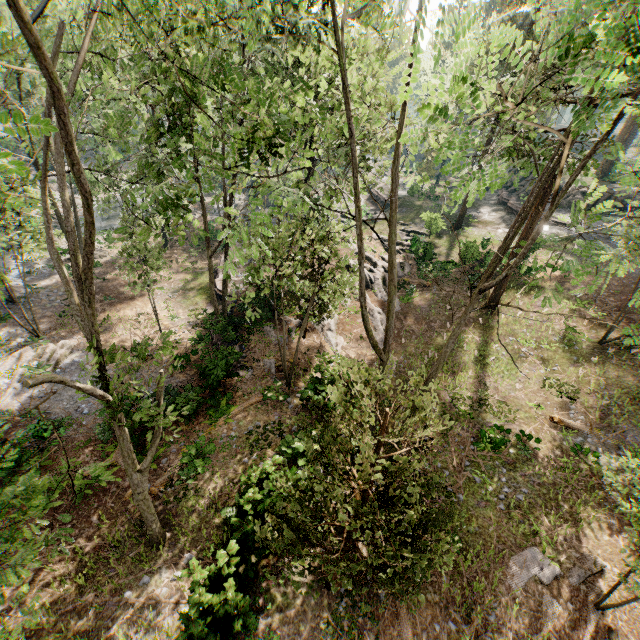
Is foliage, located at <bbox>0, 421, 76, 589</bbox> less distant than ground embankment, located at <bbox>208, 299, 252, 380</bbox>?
Yes

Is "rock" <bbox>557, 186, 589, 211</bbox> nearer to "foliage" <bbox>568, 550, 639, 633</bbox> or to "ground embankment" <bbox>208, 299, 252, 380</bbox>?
"foliage" <bbox>568, 550, 639, 633</bbox>

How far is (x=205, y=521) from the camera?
12.1m

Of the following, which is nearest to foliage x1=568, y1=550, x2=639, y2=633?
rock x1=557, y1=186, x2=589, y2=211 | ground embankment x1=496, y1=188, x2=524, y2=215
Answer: rock x1=557, y1=186, x2=589, y2=211

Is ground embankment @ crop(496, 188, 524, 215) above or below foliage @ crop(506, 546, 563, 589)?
above

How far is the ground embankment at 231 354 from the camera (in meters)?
15.99

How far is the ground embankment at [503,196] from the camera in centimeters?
3480cm

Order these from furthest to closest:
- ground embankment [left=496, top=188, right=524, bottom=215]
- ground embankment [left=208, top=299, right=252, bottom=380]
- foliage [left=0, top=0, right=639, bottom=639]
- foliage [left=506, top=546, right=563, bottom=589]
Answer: ground embankment [left=496, top=188, right=524, bottom=215], ground embankment [left=208, top=299, right=252, bottom=380], foliage [left=506, top=546, right=563, bottom=589], foliage [left=0, top=0, right=639, bottom=639]
